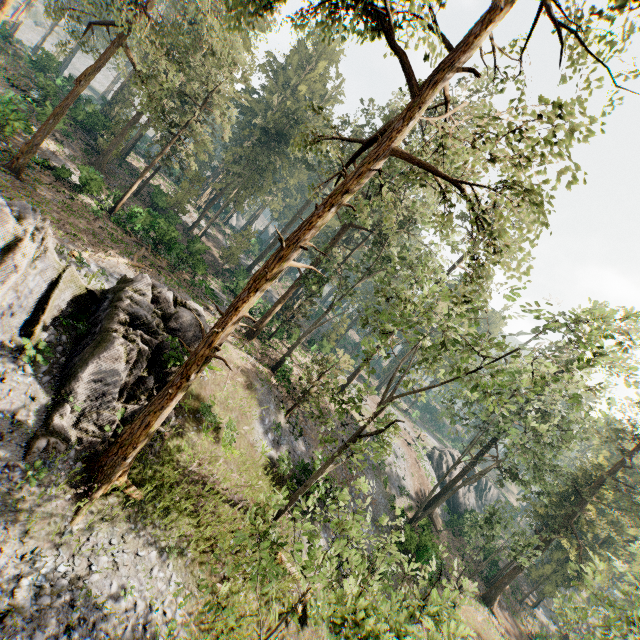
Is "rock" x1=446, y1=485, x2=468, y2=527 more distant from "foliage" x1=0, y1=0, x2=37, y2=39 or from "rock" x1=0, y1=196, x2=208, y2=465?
"rock" x1=0, y1=196, x2=208, y2=465

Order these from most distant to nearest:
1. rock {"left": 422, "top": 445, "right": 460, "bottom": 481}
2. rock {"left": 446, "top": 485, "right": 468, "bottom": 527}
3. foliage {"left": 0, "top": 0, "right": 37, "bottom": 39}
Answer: rock {"left": 422, "top": 445, "right": 460, "bottom": 481} → rock {"left": 446, "top": 485, "right": 468, "bottom": 527} → foliage {"left": 0, "top": 0, "right": 37, "bottom": 39}

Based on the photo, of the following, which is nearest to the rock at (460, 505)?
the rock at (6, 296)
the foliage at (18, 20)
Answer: the foliage at (18, 20)

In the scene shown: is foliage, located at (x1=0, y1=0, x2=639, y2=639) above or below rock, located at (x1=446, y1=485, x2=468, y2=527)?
above

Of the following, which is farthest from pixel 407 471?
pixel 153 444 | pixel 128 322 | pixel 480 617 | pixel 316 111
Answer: pixel 316 111

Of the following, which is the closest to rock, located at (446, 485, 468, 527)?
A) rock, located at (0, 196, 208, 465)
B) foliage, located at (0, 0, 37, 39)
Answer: foliage, located at (0, 0, 37, 39)
